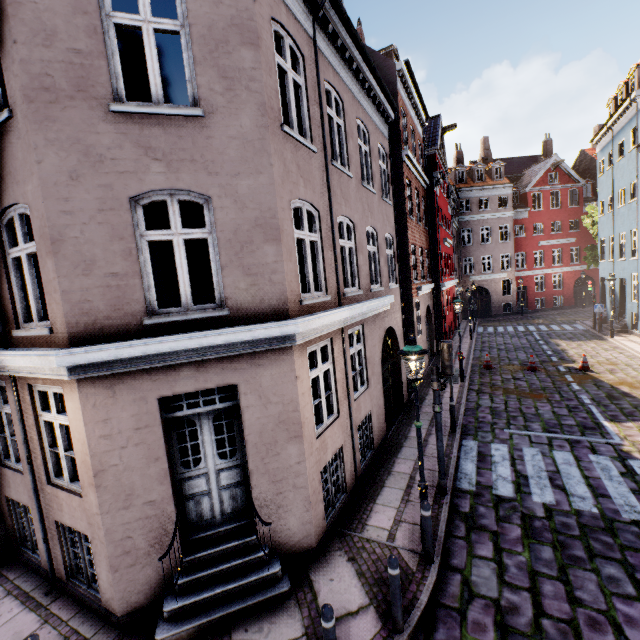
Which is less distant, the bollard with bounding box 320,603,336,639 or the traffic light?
the bollard with bounding box 320,603,336,639

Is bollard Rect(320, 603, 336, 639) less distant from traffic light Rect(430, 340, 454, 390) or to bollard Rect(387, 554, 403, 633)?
bollard Rect(387, 554, 403, 633)

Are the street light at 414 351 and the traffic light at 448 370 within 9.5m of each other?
yes

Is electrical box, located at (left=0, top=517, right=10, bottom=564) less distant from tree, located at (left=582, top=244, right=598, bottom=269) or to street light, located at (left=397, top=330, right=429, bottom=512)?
street light, located at (left=397, top=330, right=429, bottom=512)

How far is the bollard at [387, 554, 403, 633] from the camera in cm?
439

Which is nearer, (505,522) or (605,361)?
(505,522)

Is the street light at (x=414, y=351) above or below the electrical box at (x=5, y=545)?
above

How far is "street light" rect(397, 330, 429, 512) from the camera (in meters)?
5.39
